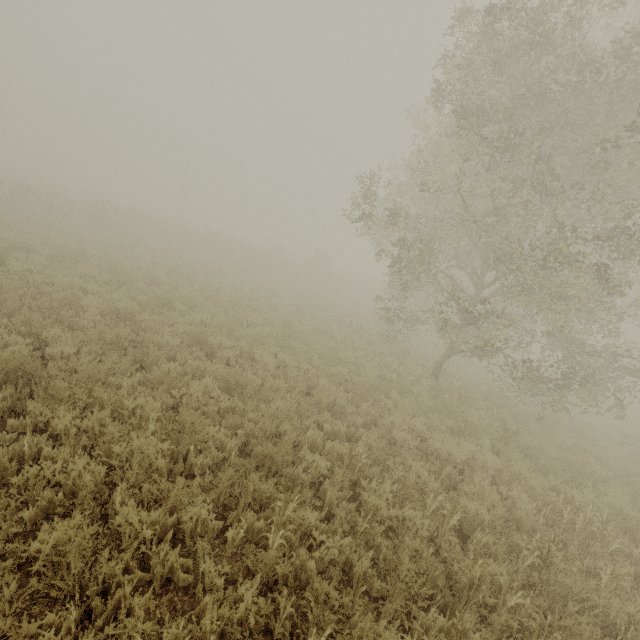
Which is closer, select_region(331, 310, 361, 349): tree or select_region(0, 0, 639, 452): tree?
select_region(0, 0, 639, 452): tree

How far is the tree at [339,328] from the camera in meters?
13.2

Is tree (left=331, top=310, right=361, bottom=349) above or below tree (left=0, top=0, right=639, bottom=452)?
below

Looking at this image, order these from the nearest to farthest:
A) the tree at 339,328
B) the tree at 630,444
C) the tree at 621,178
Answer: the tree at 621,178 → the tree at 630,444 → the tree at 339,328

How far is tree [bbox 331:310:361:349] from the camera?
13.2m

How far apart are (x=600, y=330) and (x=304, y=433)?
10.6 meters

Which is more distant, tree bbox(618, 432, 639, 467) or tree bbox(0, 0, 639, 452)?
tree bbox(618, 432, 639, 467)
